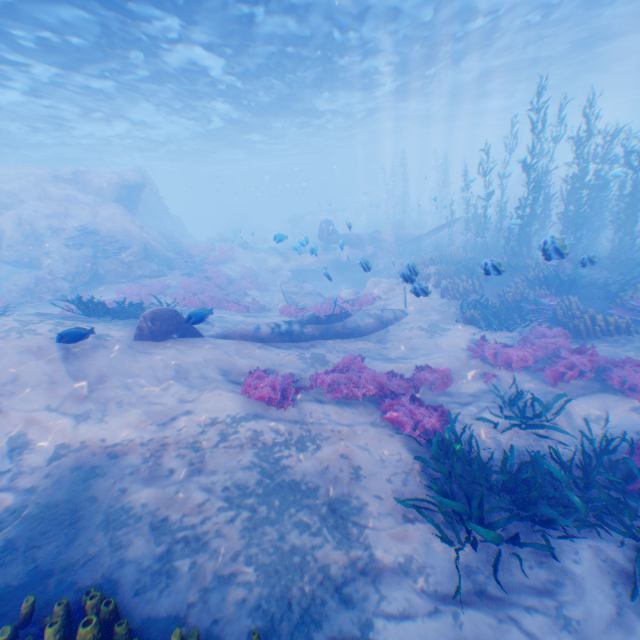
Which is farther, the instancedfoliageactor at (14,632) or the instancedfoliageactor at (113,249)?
the instancedfoliageactor at (113,249)

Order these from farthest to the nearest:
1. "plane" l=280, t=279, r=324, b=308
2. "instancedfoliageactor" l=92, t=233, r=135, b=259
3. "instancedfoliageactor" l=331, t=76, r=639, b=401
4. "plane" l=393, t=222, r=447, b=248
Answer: "plane" l=393, t=222, r=447, b=248, "instancedfoliageactor" l=92, t=233, r=135, b=259, "plane" l=280, t=279, r=324, b=308, "instancedfoliageactor" l=331, t=76, r=639, b=401

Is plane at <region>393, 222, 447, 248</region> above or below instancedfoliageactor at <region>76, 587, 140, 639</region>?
below

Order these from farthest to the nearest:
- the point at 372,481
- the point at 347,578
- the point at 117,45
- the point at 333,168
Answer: the point at 333,168 → the point at 117,45 → the point at 372,481 → the point at 347,578

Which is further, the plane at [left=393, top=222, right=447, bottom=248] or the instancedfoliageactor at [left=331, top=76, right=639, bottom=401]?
the plane at [left=393, top=222, right=447, bottom=248]

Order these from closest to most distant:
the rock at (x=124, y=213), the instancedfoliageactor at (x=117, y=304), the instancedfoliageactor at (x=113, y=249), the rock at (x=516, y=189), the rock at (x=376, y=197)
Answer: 1. the instancedfoliageactor at (x=117, y=304)
2. the rock at (x=124, y=213)
3. the instancedfoliageactor at (x=113, y=249)
4. the rock at (x=376, y=197)
5. the rock at (x=516, y=189)

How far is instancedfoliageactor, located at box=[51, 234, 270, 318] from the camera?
11.23m

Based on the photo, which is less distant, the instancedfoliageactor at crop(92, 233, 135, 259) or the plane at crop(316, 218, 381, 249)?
the instancedfoliageactor at crop(92, 233, 135, 259)
